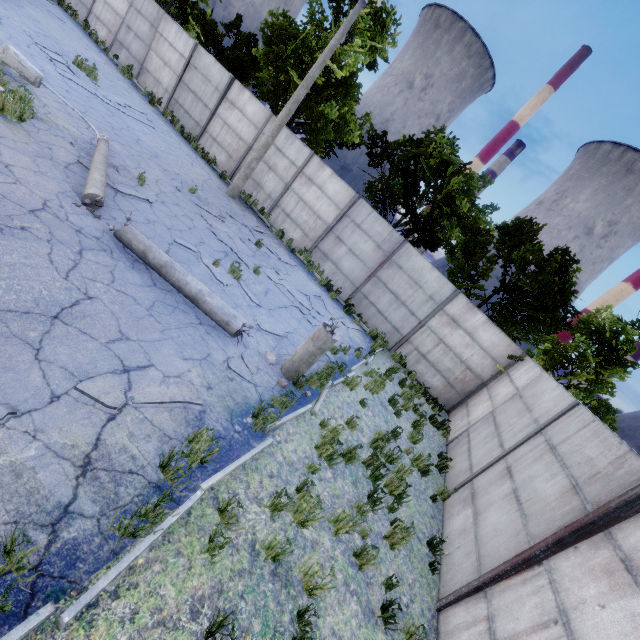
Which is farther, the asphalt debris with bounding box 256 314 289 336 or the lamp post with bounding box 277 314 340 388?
the asphalt debris with bounding box 256 314 289 336

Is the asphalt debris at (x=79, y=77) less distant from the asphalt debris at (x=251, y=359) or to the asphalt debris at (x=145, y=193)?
the asphalt debris at (x=145, y=193)

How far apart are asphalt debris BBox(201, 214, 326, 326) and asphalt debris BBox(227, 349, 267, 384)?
3.24m

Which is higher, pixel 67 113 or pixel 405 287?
pixel 405 287

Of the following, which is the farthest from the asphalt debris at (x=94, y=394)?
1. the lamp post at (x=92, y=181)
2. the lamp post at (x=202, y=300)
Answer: the lamp post at (x=92, y=181)

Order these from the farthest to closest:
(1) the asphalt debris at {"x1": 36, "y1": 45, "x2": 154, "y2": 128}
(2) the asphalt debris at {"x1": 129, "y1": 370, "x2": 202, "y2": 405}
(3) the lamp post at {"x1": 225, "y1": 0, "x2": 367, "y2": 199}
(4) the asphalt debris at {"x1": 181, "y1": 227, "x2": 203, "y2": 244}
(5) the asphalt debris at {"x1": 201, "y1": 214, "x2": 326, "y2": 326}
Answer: Answer: (3) the lamp post at {"x1": 225, "y1": 0, "x2": 367, "y2": 199} → (1) the asphalt debris at {"x1": 36, "y1": 45, "x2": 154, "y2": 128} → (5) the asphalt debris at {"x1": 201, "y1": 214, "x2": 326, "y2": 326} → (4) the asphalt debris at {"x1": 181, "y1": 227, "x2": 203, "y2": 244} → (2) the asphalt debris at {"x1": 129, "y1": 370, "x2": 202, "y2": 405}

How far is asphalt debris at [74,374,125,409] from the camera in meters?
3.7

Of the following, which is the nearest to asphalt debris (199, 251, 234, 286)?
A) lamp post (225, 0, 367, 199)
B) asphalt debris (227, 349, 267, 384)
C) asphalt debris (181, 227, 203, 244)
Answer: asphalt debris (181, 227, 203, 244)
